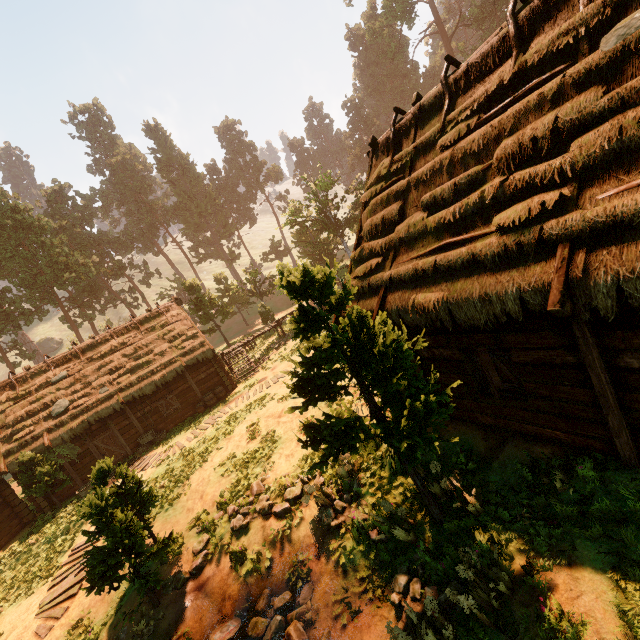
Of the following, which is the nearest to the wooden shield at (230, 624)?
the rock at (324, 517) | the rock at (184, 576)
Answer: the rock at (184, 576)

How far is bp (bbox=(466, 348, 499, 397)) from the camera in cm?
671

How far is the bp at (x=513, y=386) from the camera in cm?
642

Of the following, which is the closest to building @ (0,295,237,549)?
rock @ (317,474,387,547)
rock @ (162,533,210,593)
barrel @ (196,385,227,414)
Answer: barrel @ (196,385,227,414)

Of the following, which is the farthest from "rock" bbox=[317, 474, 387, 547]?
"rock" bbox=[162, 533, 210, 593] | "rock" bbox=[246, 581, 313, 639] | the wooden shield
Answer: "rock" bbox=[162, 533, 210, 593]

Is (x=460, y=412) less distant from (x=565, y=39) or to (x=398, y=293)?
(x=398, y=293)

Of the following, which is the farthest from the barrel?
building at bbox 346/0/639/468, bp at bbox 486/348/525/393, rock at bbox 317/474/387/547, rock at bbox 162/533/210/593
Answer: bp at bbox 486/348/525/393

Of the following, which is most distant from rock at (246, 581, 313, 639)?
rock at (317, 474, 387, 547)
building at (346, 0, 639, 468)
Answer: building at (346, 0, 639, 468)
